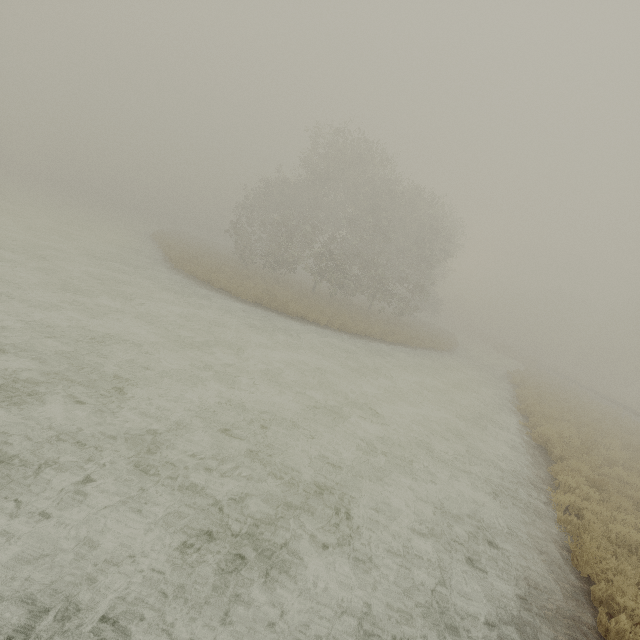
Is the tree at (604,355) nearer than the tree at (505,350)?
No

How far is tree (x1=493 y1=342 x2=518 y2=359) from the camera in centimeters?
5025cm

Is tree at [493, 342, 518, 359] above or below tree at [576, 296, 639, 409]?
below

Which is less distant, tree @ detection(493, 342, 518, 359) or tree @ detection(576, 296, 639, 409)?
tree @ detection(493, 342, 518, 359)

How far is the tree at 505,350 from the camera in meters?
50.2 m

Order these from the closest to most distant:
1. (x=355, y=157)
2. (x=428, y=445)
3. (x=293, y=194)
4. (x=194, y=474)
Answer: (x=194, y=474) → (x=428, y=445) → (x=355, y=157) → (x=293, y=194)
